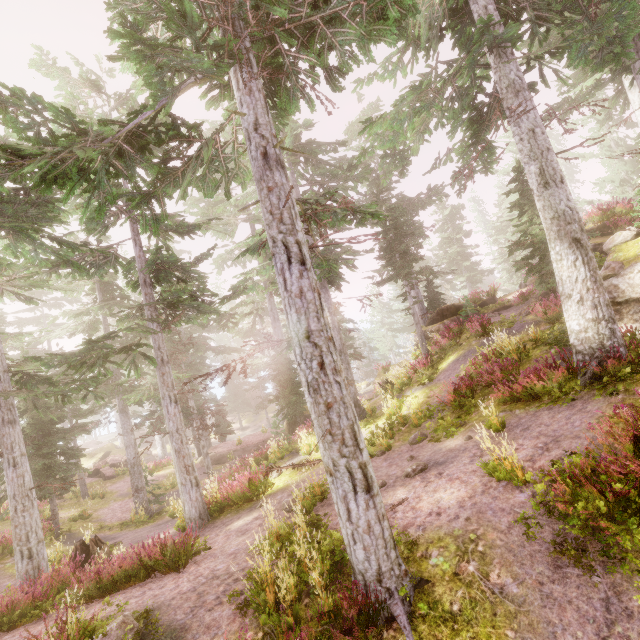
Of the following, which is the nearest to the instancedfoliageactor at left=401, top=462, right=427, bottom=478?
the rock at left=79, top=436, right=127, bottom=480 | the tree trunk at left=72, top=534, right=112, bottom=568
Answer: the rock at left=79, top=436, right=127, bottom=480

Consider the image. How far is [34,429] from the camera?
15.8 meters

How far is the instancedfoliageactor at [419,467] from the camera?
8.4 meters

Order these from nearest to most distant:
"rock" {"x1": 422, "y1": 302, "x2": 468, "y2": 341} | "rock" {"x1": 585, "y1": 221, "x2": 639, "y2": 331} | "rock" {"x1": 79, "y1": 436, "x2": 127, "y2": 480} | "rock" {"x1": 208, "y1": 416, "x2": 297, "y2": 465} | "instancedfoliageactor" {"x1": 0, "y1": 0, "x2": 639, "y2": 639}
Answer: "instancedfoliageactor" {"x1": 0, "y1": 0, "x2": 639, "y2": 639} < "rock" {"x1": 585, "y1": 221, "x2": 639, "y2": 331} < "rock" {"x1": 422, "y1": 302, "x2": 468, "y2": 341} < "rock" {"x1": 208, "y1": 416, "x2": 297, "y2": 465} < "rock" {"x1": 79, "y1": 436, "x2": 127, "y2": 480}

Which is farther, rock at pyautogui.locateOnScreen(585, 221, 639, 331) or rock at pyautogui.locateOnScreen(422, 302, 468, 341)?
rock at pyautogui.locateOnScreen(422, 302, 468, 341)

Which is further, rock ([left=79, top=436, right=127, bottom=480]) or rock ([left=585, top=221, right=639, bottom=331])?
rock ([left=79, top=436, right=127, bottom=480])

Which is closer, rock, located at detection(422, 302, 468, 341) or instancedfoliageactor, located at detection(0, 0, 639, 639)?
instancedfoliageactor, located at detection(0, 0, 639, 639)

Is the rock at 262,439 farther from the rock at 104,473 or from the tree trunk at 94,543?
the tree trunk at 94,543
